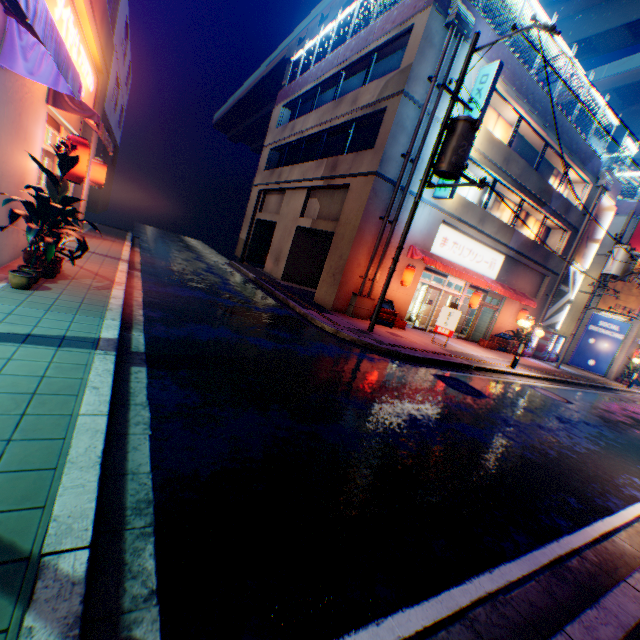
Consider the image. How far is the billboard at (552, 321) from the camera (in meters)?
21.81

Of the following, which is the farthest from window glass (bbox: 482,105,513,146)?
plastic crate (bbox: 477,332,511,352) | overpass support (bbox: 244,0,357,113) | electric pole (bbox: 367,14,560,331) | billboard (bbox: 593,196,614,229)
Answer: overpass support (bbox: 244,0,357,113)

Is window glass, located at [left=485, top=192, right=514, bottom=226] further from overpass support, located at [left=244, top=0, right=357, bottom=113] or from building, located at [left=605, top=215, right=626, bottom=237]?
overpass support, located at [left=244, top=0, right=357, bottom=113]

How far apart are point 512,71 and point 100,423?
19.5m

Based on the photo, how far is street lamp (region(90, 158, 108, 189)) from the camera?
11.0 meters

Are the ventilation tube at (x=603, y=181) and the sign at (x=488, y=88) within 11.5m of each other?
no

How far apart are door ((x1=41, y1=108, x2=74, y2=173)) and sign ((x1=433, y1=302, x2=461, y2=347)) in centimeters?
1356cm

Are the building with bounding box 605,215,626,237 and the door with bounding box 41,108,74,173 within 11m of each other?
no
